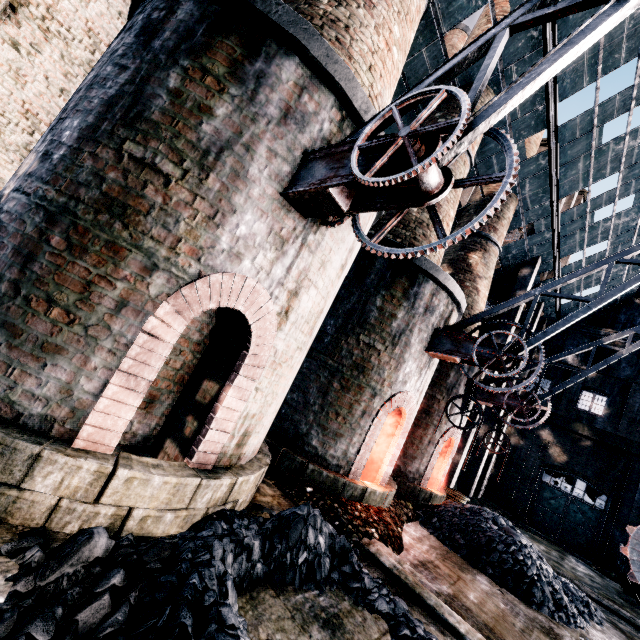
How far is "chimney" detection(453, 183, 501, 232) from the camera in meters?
17.2 m

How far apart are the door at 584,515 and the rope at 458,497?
13.97m

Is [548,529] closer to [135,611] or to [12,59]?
[135,611]

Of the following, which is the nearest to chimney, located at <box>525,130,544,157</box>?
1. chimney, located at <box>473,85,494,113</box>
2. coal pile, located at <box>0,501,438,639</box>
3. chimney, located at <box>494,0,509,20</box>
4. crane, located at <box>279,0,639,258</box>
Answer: chimney, located at <box>473,85,494,113</box>

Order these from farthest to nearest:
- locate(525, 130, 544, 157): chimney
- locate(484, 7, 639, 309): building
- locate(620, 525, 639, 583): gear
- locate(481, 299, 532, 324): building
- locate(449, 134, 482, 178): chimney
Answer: locate(481, 299, 532, 324): building < locate(525, 130, 544, 157): chimney < locate(484, 7, 639, 309): building < locate(449, 134, 482, 178): chimney < locate(620, 525, 639, 583): gear

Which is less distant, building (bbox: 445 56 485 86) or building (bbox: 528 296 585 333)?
building (bbox: 445 56 485 86)

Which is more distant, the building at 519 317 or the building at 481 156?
the building at 519 317

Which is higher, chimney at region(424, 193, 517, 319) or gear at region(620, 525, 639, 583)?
chimney at region(424, 193, 517, 319)
